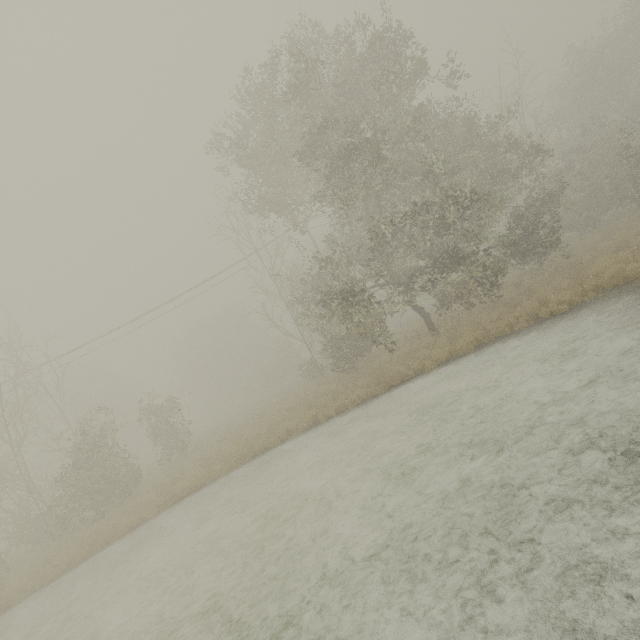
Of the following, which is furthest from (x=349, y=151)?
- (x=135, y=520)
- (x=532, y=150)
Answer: (x=135, y=520)
